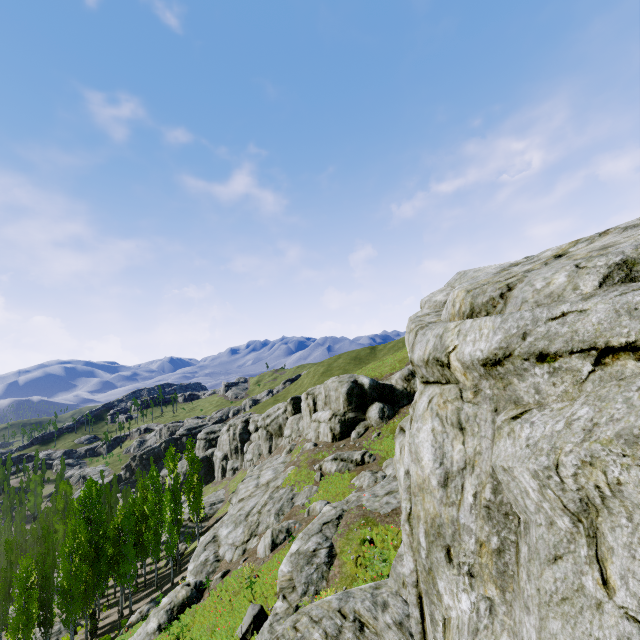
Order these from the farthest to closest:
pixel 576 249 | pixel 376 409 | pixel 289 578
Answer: pixel 376 409 < pixel 289 578 < pixel 576 249

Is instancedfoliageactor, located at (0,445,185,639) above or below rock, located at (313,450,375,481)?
below

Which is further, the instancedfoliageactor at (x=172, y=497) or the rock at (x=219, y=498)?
the rock at (x=219, y=498)

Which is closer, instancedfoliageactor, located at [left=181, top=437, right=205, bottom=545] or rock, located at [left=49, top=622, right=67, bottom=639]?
rock, located at [left=49, top=622, right=67, bottom=639]

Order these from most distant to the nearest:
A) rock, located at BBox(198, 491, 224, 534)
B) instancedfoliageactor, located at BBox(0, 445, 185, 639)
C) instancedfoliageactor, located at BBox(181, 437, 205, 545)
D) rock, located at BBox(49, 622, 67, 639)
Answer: rock, located at BBox(198, 491, 224, 534), instancedfoliageactor, located at BBox(181, 437, 205, 545), rock, located at BBox(49, 622, 67, 639), instancedfoliageactor, located at BBox(0, 445, 185, 639)

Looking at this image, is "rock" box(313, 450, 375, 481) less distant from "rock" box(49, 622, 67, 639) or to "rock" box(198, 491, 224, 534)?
"rock" box(198, 491, 224, 534)

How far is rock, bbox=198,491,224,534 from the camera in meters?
49.8 m

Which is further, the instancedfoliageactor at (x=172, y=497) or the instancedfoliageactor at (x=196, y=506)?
the instancedfoliageactor at (x=196, y=506)
